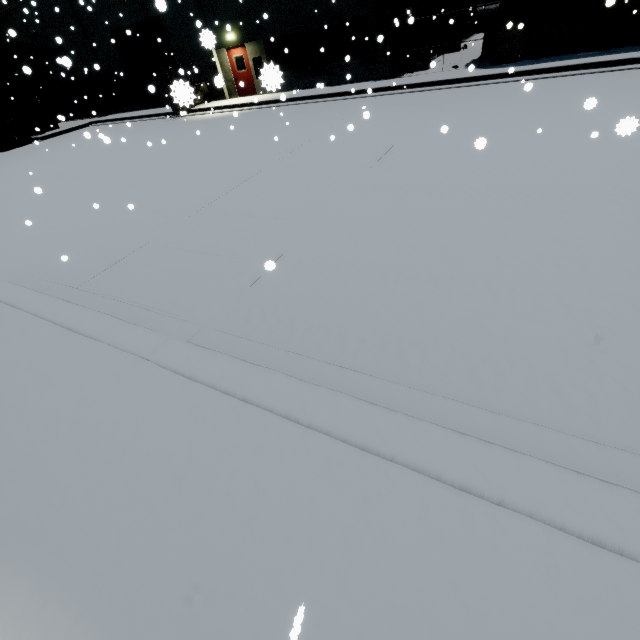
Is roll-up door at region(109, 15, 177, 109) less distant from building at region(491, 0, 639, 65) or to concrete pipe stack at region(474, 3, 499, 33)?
building at region(491, 0, 639, 65)

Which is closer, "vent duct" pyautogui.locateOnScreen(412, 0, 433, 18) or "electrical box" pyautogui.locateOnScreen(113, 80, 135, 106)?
"vent duct" pyautogui.locateOnScreen(412, 0, 433, 18)

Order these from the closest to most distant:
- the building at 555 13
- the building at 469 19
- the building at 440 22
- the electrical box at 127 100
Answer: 1. the building at 555 13
2. the building at 440 22
3. the electrical box at 127 100
4. the building at 469 19

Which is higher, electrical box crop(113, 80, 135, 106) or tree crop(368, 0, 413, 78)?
tree crop(368, 0, 413, 78)

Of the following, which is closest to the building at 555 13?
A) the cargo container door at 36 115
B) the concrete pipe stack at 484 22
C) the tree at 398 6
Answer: the tree at 398 6

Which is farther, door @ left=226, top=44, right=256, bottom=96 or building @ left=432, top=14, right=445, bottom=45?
building @ left=432, top=14, right=445, bottom=45

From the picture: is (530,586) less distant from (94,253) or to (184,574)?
(184,574)

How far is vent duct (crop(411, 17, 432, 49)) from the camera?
14.8m
